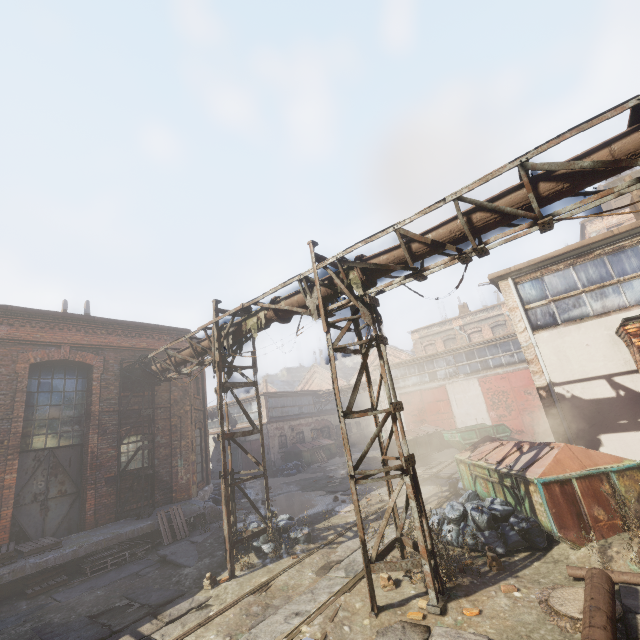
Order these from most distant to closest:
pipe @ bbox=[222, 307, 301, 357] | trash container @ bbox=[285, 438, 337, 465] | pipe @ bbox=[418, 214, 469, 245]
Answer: trash container @ bbox=[285, 438, 337, 465] < pipe @ bbox=[222, 307, 301, 357] < pipe @ bbox=[418, 214, 469, 245]

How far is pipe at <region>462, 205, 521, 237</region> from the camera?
5.33m

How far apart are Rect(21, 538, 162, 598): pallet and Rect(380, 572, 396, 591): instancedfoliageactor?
7.5 meters

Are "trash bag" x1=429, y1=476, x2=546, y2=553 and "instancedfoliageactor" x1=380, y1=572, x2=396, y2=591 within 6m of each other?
yes

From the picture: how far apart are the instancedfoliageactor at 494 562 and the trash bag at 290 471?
17.2 meters

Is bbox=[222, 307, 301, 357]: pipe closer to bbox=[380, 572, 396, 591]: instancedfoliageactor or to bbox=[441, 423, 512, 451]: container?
bbox=[380, 572, 396, 591]: instancedfoliageactor

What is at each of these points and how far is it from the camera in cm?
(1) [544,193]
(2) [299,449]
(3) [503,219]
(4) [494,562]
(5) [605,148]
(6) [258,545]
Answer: (1) pipe, 495
(2) trash container, 2523
(3) pipe, 535
(4) instancedfoliageactor, 616
(5) pipe, 451
(6) trash bag, 856

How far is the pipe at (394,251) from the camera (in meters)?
6.33
